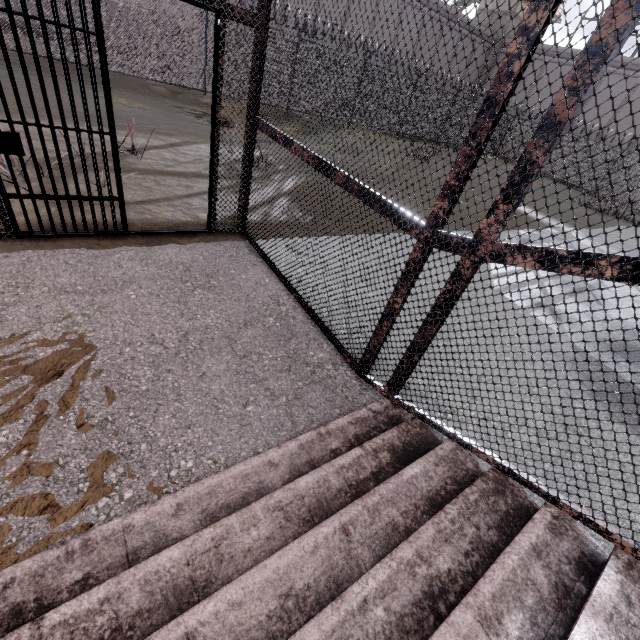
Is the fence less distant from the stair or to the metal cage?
the metal cage

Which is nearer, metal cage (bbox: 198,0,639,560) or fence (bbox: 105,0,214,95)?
metal cage (bbox: 198,0,639,560)

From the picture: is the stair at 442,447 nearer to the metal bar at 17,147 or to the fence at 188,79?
the metal bar at 17,147

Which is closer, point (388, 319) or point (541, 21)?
point (541, 21)

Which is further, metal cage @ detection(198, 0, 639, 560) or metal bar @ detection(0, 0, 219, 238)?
metal bar @ detection(0, 0, 219, 238)

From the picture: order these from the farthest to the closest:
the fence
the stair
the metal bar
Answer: the fence
the metal bar
the stair

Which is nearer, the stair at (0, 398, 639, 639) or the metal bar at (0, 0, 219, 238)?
the stair at (0, 398, 639, 639)

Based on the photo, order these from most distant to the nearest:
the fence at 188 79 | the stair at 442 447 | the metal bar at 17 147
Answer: the fence at 188 79 → the metal bar at 17 147 → the stair at 442 447
